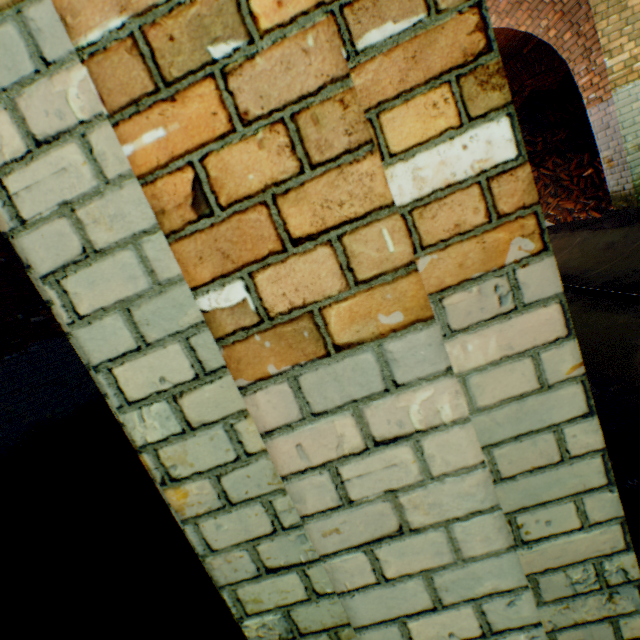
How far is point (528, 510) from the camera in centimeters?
75cm

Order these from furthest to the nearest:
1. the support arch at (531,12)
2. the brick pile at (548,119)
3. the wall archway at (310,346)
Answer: the brick pile at (548,119), the support arch at (531,12), the wall archway at (310,346)

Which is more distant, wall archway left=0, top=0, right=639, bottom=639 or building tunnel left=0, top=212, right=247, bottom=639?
building tunnel left=0, top=212, right=247, bottom=639

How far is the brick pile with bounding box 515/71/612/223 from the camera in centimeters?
705cm

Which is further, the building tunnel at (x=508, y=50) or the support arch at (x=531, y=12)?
the building tunnel at (x=508, y=50)

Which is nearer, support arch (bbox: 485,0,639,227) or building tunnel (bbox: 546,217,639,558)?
building tunnel (bbox: 546,217,639,558)

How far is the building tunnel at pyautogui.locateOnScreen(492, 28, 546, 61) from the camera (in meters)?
7.22

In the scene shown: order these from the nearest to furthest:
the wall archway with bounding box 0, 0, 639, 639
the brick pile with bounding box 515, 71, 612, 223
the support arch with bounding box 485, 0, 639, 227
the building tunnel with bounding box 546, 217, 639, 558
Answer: the wall archway with bounding box 0, 0, 639, 639 < the building tunnel with bounding box 546, 217, 639, 558 < the support arch with bounding box 485, 0, 639, 227 < the brick pile with bounding box 515, 71, 612, 223
